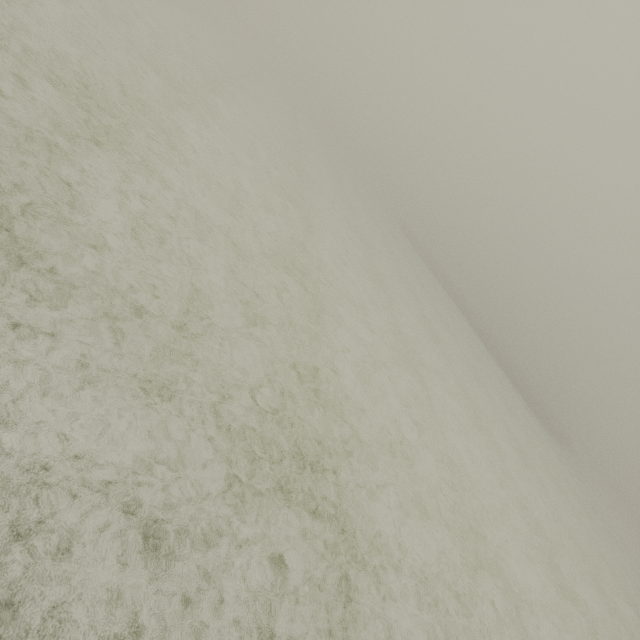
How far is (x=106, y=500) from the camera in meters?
2.9
